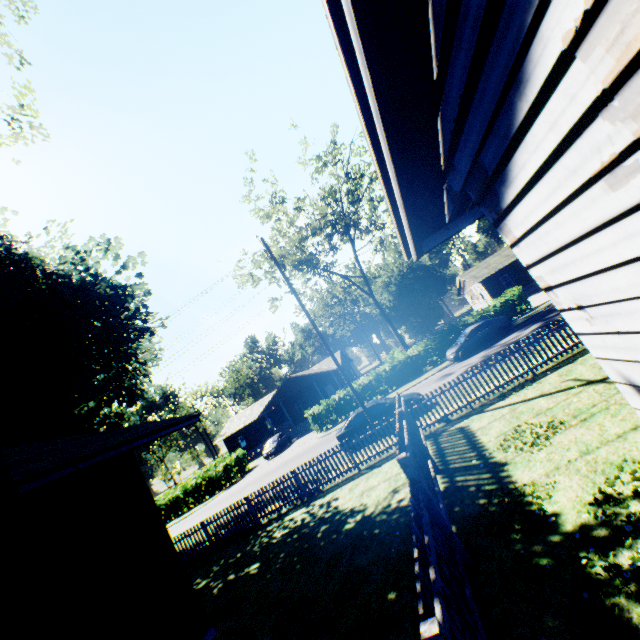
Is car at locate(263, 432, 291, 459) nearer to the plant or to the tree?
the plant

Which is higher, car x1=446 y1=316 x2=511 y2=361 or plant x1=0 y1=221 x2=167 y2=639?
plant x1=0 y1=221 x2=167 y2=639

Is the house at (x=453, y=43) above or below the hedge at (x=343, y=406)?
above

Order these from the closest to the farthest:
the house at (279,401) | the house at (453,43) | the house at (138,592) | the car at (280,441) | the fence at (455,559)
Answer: the house at (453,43) → the fence at (455,559) → the house at (138,592) → the car at (280,441) → the house at (279,401)

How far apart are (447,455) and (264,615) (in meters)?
6.12

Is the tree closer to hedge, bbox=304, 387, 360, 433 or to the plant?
hedge, bbox=304, 387, 360, 433

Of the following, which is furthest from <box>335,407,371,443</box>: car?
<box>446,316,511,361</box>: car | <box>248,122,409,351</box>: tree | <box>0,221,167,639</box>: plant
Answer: <box>248,122,409,351</box>: tree

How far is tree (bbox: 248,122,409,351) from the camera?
26.4 meters
